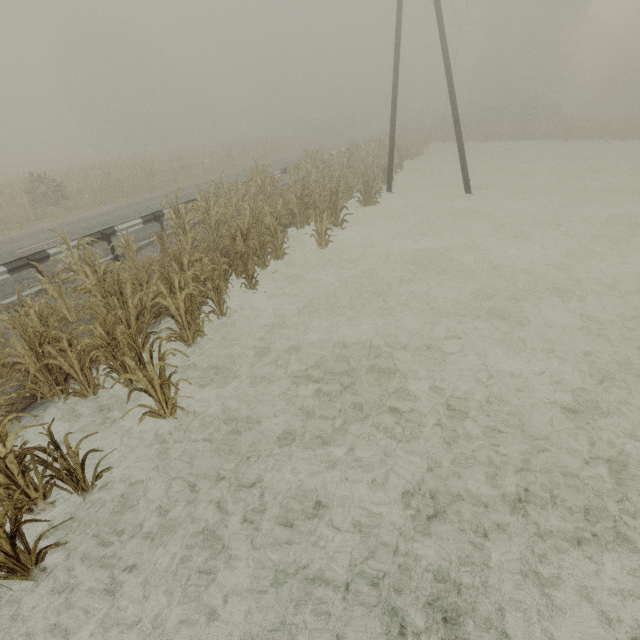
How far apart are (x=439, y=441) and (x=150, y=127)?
60.2 meters

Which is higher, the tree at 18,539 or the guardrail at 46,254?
the guardrail at 46,254

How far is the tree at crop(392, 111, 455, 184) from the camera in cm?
2275

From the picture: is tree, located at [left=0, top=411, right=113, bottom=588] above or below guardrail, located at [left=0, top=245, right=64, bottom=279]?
below

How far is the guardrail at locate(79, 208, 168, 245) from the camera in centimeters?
933cm

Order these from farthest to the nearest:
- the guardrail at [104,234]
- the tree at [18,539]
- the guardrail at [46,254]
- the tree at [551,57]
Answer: the tree at [551,57] < the guardrail at [104,234] < the guardrail at [46,254] < the tree at [18,539]

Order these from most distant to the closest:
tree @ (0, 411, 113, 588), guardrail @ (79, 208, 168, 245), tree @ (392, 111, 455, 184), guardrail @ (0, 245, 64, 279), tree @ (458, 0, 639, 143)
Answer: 1. tree @ (458, 0, 639, 143)
2. tree @ (392, 111, 455, 184)
3. guardrail @ (79, 208, 168, 245)
4. guardrail @ (0, 245, 64, 279)
5. tree @ (0, 411, 113, 588)
